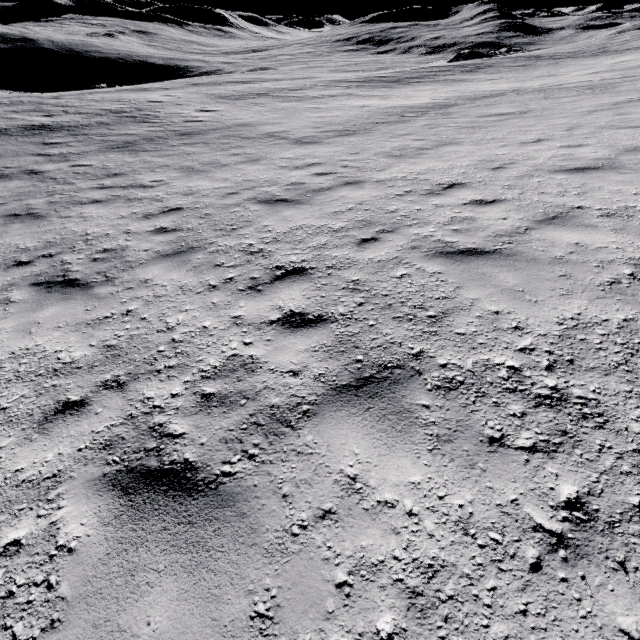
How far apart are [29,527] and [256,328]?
2.28m
